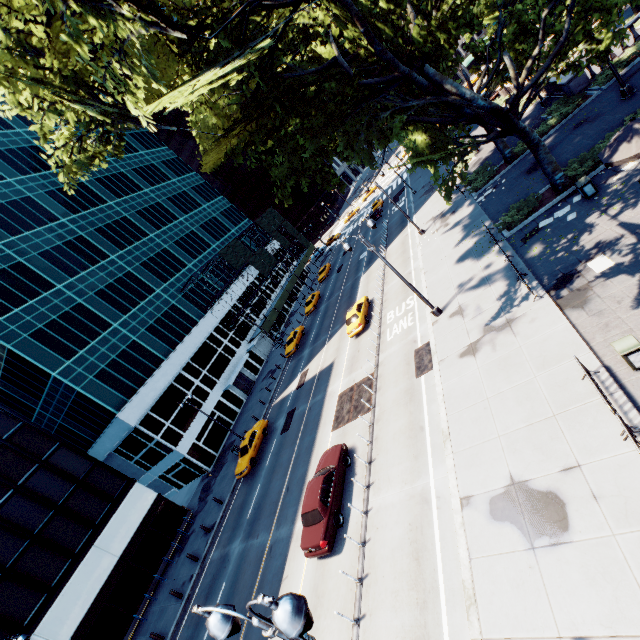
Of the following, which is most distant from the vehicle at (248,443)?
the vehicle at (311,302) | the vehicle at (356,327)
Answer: the vehicle at (311,302)

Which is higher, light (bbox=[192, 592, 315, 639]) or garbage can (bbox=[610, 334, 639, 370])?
light (bbox=[192, 592, 315, 639])

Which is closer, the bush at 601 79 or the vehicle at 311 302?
the bush at 601 79

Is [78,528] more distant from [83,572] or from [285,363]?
[285,363]

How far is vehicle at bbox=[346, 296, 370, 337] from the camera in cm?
2686

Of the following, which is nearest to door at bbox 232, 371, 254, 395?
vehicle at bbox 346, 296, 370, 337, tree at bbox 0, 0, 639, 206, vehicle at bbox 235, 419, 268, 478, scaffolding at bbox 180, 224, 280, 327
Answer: scaffolding at bbox 180, 224, 280, 327

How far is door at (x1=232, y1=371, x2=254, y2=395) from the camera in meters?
42.5

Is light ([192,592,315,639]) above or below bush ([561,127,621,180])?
above
